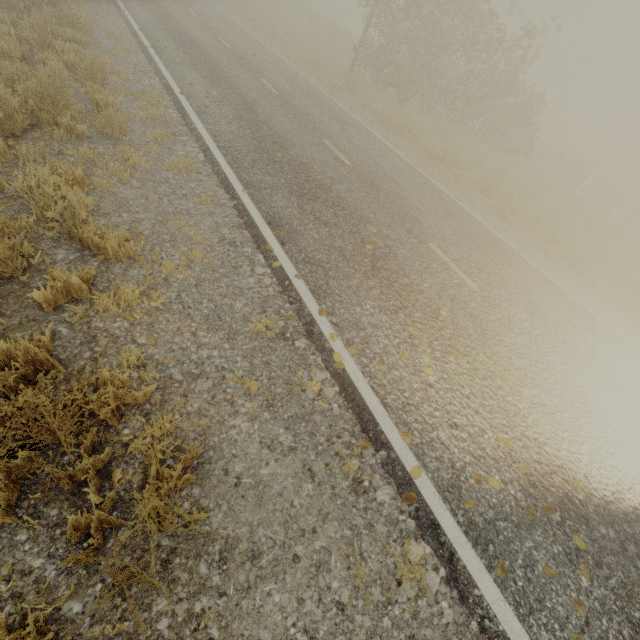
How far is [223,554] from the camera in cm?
255
